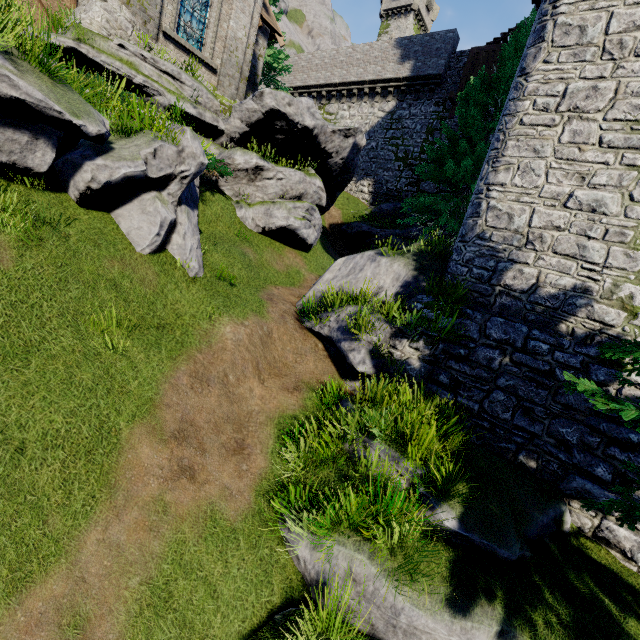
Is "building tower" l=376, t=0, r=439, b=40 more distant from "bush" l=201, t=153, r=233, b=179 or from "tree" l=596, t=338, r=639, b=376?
"bush" l=201, t=153, r=233, b=179

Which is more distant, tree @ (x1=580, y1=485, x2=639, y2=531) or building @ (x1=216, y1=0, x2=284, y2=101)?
building @ (x1=216, y1=0, x2=284, y2=101)

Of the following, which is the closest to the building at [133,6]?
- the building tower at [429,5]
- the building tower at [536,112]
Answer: the building tower at [536,112]

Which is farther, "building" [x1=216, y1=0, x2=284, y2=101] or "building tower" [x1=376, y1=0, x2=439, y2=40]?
"building tower" [x1=376, y1=0, x2=439, y2=40]

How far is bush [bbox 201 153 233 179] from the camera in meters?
10.0 m

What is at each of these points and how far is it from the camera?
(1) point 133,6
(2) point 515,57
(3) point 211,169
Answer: (1) building, 11.38m
(2) tree, 13.37m
(3) bush, 10.16m

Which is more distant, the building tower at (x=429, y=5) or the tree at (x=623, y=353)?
the building tower at (x=429, y=5)

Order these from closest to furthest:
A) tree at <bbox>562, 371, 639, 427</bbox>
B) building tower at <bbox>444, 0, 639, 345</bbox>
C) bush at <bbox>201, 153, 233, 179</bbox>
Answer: tree at <bbox>562, 371, 639, 427</bbox>, building tower at <bbox>444, 0, 639, 345</bbox>, bush at <bbox>201, 153, 233, 179</bbox>
